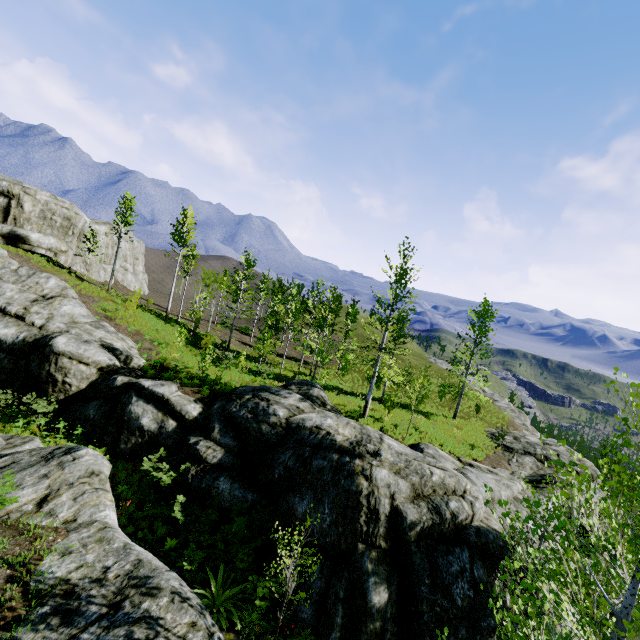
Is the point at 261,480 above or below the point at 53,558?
below

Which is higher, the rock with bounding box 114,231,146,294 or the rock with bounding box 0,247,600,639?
the rock with bounding box 114,231,146,294

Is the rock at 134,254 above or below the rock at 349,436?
above

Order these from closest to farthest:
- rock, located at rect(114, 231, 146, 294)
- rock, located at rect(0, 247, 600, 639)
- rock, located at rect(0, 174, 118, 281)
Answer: rock, located at rect(0, 247, 600, 639)
rock, located at rect(0, 174, 118, 281)
rock, located at rect(114, 231, 146, 294)

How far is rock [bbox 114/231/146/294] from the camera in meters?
46.8 m

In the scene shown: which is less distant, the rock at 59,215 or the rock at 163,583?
the rock at 163,583

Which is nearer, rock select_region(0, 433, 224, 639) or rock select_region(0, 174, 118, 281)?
rock select_region(0, 433, 224, 639)
